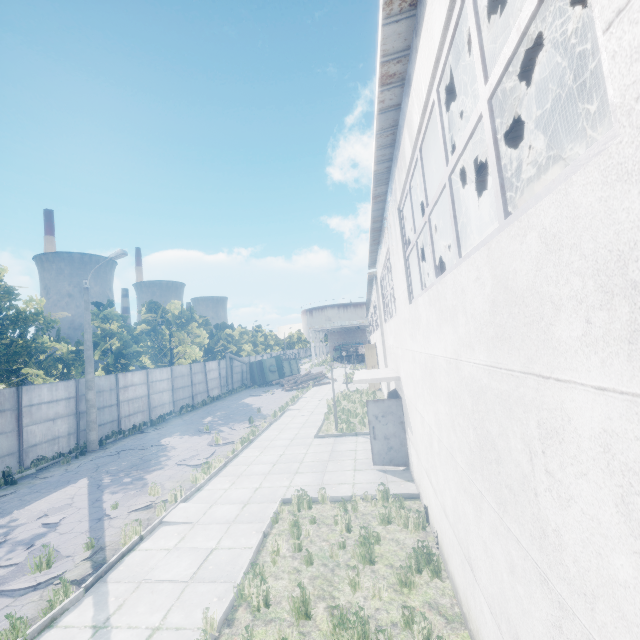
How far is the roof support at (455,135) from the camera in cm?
595

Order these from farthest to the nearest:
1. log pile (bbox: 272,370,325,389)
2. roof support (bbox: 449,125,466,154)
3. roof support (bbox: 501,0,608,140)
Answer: log pile (bbox: 272,370,325,389), roof support (bbox: 449,125,466,154), roof support (bbox: 501,0,608,140)

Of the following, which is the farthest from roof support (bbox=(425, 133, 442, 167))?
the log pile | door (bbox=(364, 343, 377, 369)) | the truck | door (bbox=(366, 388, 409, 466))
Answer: the truck

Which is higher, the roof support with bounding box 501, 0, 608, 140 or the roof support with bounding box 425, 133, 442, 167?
the roof support with bounding box 501, 0, 608, 140

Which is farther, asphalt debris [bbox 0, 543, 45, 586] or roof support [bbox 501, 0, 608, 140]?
asphalt debris [bbox 0, 543, 45, 586]

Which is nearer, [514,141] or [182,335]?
[514,141]

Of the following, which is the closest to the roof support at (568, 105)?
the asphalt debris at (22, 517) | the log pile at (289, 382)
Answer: the asphalt debris at (22, 517)

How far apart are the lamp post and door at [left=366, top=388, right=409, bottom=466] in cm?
1450
